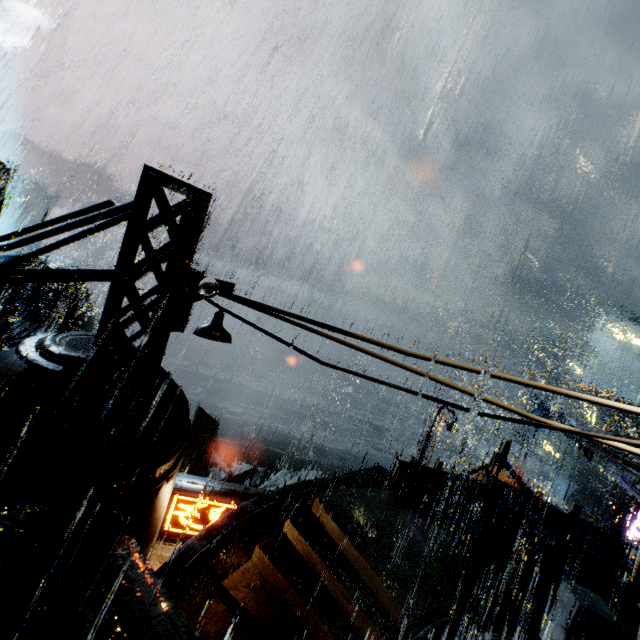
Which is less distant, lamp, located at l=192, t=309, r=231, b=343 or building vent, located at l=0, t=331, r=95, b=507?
lamp, located at l=192, t=309, r=231, b=343

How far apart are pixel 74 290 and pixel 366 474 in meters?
57.1

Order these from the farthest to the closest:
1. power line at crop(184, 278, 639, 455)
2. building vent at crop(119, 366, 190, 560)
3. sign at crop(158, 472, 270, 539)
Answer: sign at crop(158, 472, 270, 539) → building vent at crop(119, 366, 190, 560) → power line at crop(184, 278, 639, 455)

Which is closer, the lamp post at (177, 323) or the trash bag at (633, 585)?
the lamp post at (177, 323)

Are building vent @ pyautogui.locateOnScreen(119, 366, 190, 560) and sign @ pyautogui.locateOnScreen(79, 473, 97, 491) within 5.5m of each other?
yes

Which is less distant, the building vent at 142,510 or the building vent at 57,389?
the building vent at 57,389

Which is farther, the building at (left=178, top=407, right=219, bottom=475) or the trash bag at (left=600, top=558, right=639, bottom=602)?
the building at (left=178, top=407, right=219, bottom=475)

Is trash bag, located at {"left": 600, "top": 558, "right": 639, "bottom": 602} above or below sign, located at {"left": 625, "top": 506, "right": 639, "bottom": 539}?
above
